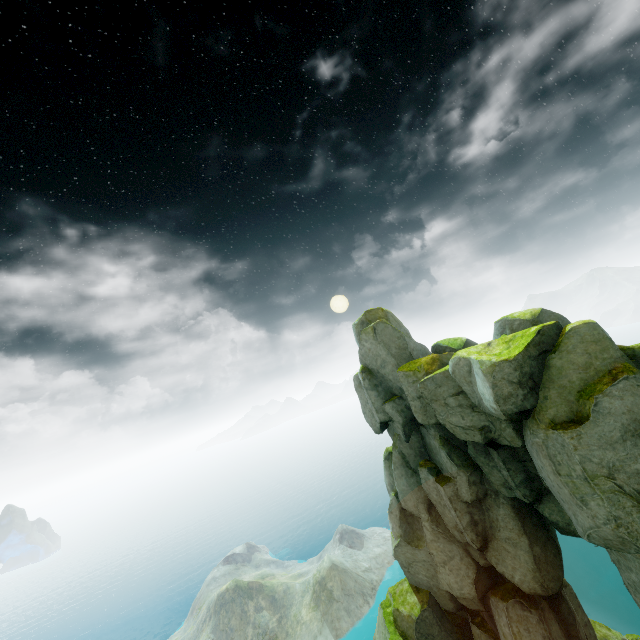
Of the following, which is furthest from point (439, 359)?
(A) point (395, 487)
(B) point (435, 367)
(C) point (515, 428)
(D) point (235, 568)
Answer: (D) point (235, 568)
